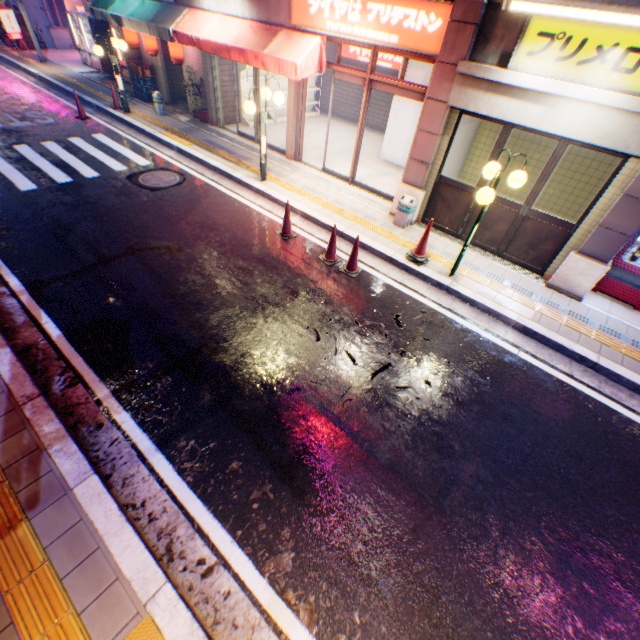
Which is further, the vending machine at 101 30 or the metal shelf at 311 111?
the vending machine at 101 30

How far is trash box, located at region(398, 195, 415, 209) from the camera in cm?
762

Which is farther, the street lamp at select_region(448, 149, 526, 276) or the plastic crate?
the plastic crate

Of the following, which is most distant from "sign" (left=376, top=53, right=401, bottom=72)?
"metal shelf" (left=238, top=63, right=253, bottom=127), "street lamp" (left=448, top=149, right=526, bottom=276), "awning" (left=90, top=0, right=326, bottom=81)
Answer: "street lamp" (left=448, top=149, right=526, bottom=276)

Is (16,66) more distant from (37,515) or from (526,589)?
(526,589)

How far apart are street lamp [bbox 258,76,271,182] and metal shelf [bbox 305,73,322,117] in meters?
4.5 m

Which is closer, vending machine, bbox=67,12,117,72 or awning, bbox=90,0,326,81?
awning, bbox=90,0,326,81

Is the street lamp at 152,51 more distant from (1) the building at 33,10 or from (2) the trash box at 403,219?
(1) the building at 33,10
